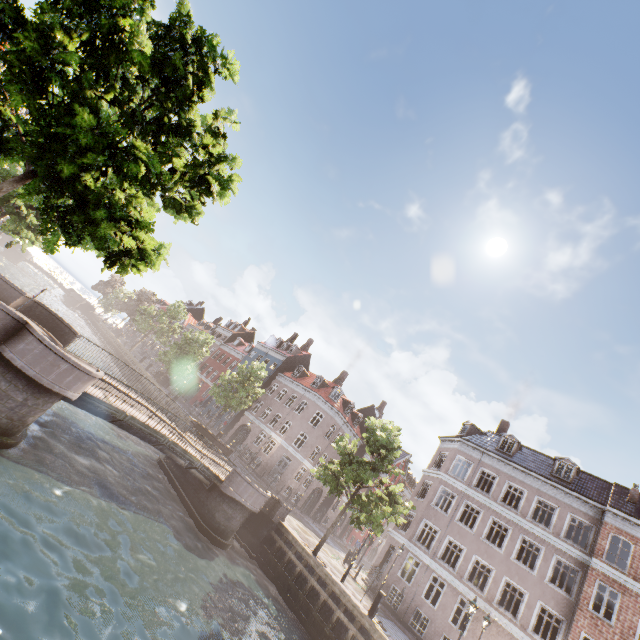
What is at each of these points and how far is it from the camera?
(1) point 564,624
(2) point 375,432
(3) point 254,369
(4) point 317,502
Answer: (1) building, 19.11m
(2) tree, 22.03m
(3) tree, 32.50m
(4) building, 39.28m

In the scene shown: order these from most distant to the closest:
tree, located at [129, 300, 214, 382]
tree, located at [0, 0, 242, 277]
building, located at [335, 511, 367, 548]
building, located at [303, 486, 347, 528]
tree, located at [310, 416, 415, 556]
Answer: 1. building, located at [335, 511, 367, 548]
2. tree, located at [129, 300, 214, 382]
3. building, located at [303, 486, 347, 528]
4. tree, located at [310, 416, 415, 556]
5. tree, located at [0, 0, 242, 277]

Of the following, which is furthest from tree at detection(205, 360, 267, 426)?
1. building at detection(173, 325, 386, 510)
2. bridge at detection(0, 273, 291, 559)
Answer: building at detection(173, 325, 386, 510)

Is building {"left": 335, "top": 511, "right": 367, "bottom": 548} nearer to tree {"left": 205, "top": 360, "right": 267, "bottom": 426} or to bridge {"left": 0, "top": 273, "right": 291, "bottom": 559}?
tree {"left": 205, "top": 360, "right": 267, "bottom": 426}

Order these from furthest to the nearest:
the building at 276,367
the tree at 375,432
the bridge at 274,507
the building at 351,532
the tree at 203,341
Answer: the building at 351,532, the tree at 203,341, the building at 276,367, the tree at 375,432, the bridge at 274,507

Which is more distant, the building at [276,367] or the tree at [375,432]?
the building at [276,367]
